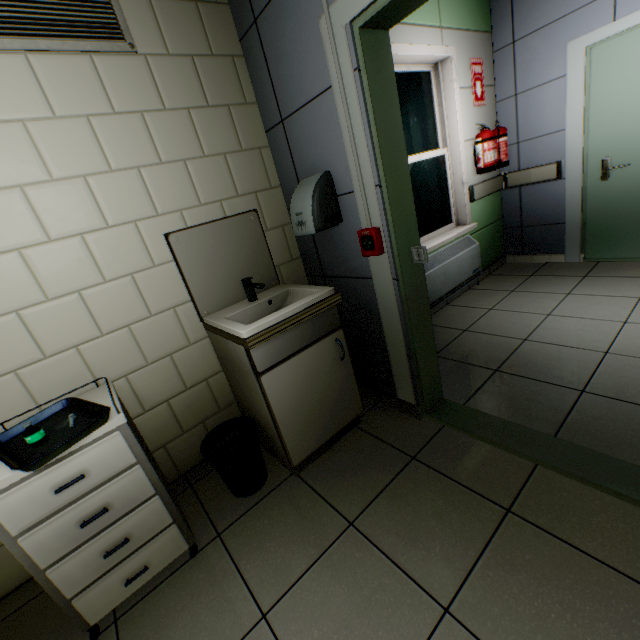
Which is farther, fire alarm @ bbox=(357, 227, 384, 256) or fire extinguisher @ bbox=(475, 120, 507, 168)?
fire extinguisher @ bbox=(475, 120, 507, 168)

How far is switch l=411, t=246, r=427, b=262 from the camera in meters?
1.6 m

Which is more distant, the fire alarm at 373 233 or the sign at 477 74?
the sign at 477 74

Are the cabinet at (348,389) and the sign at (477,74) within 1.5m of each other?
no

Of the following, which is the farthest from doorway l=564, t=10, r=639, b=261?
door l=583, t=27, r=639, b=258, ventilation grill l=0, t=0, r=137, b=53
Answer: ventilation grill l=0, t=0, r=137, b=53

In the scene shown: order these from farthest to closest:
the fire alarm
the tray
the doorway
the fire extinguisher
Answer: the fire extinguisher → the doorway → the fire alarm → the tray

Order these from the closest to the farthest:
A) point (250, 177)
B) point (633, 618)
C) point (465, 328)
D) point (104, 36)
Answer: point (633, 618), point (104, 36), point (250, 177), point (465, 328)

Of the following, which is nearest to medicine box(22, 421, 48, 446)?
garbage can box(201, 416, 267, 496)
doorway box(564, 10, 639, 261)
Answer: garbage can box(201, 416, 267, 496)
